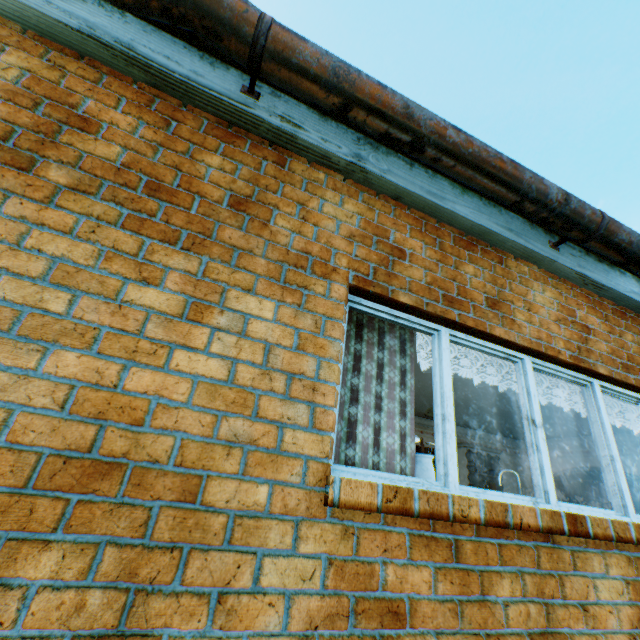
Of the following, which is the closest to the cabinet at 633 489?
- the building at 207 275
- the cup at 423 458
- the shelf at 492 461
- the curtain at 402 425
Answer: the building at 207 275

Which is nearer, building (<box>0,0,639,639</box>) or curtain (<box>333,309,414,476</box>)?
building (<box>0,0,639,639</box>)

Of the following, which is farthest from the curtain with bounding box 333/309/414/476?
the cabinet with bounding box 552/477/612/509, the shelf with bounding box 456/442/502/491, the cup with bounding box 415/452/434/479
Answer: the cabinet with bounding box 552/477/612/509

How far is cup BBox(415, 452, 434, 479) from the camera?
2.21m

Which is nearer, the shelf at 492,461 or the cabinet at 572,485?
the shelf at 492,461

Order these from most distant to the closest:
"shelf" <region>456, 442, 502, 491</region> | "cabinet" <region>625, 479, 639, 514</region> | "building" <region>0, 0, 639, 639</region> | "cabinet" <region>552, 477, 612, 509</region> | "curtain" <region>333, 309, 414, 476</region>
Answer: "cabinet" <region>552, 477, 612, 509</region> → "cabinet" <region>625, 479, 639, 514</region> → "shelf" <region>456, 442, 502, 491</region> → "curtain" <region>333, 309, 414, 476</region> → "building" <region>0, 0, 639, 639</region>

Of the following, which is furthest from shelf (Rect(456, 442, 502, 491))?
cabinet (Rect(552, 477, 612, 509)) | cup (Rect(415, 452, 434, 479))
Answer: cup (Rect(415, 452, 434, 479))

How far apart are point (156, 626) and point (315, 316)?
1.5m
